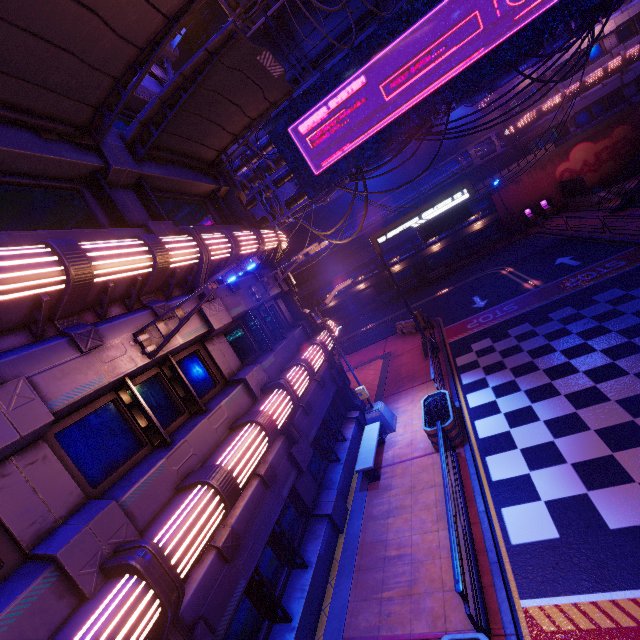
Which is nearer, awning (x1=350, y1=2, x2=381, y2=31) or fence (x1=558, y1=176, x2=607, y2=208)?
awning (x1=350, y1=2, x2=381, y2=31)

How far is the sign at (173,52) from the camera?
11.6 meters

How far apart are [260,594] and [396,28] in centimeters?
2039cm

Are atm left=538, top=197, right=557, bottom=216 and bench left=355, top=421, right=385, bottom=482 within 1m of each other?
no

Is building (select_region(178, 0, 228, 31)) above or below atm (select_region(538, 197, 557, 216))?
above

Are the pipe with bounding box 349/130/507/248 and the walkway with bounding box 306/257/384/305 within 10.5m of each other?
yes

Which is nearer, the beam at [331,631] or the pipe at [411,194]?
the beam at [331,631]

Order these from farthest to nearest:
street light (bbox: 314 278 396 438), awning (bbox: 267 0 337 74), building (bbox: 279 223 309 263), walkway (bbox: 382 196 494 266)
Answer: building (bbox: 279 223 309 263) → walkway (bbox: 382 196 494 266) → street light (bbox: 314 278 396 438) → awning (bbox: 267 0 337 74)
